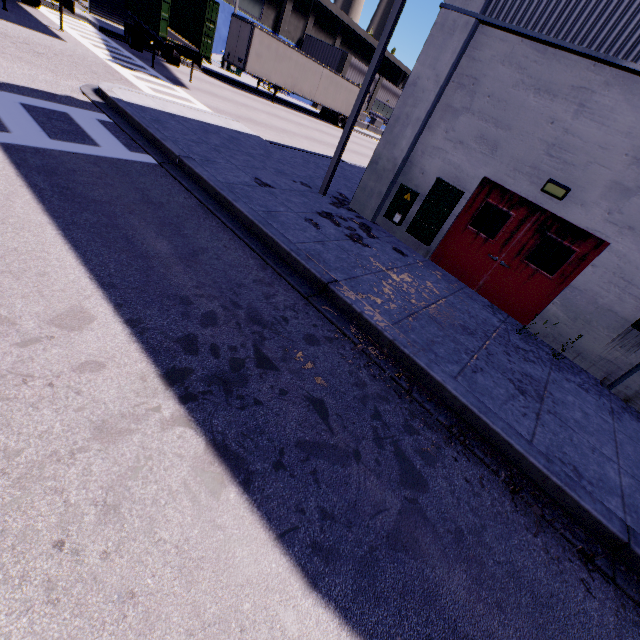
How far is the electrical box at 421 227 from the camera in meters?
8.1 m

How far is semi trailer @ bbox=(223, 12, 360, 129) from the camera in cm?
2245

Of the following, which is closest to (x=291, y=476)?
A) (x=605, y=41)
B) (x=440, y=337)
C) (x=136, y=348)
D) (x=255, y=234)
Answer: (x=136, y=348)

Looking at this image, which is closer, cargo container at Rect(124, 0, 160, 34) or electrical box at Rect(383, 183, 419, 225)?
electrical box at Rect(383, 183, 419, 225)

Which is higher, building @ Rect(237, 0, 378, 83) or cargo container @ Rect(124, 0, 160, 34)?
building @ Rect(237, 0, 378, 83)

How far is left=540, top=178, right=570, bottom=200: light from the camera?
6.7 meters

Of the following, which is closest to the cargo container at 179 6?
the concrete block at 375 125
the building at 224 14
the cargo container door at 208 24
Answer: the cargo container door at 208 24

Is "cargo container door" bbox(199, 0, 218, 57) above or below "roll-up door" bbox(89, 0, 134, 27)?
above
